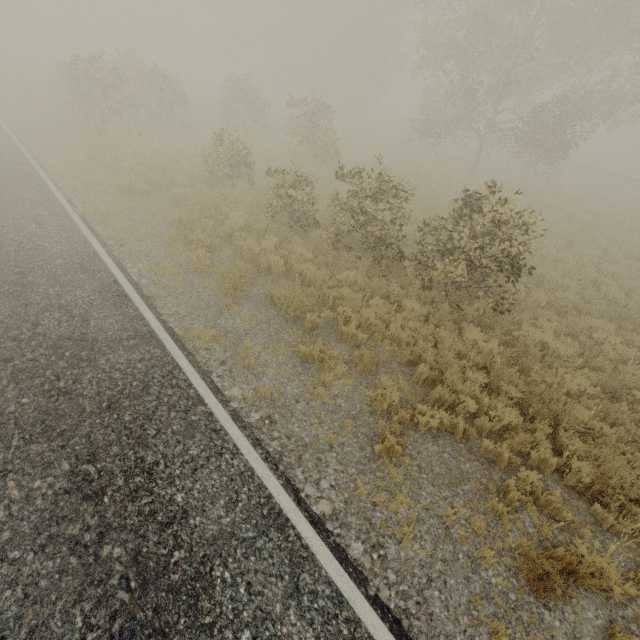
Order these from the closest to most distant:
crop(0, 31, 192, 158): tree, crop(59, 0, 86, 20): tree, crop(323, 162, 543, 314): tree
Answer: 1. crop(323, 162, 543, 314): tree
2. crop(0, 31, 192, 158): tree
3. crop(59, 0, 86, 20): tree

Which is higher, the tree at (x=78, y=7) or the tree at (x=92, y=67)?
the tree at (x=78, y=7)

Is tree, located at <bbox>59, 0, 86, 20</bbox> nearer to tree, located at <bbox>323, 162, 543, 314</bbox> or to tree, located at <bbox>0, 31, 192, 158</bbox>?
tree, located at <bbox>0, 31, 192, 158</bbox>

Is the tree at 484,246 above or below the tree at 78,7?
below

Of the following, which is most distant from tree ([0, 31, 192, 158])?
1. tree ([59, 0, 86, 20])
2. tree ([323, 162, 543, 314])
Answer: tree ([323, 162, 543, 314])

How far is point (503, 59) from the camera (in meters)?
17.66

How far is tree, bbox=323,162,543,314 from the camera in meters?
7.5 m
